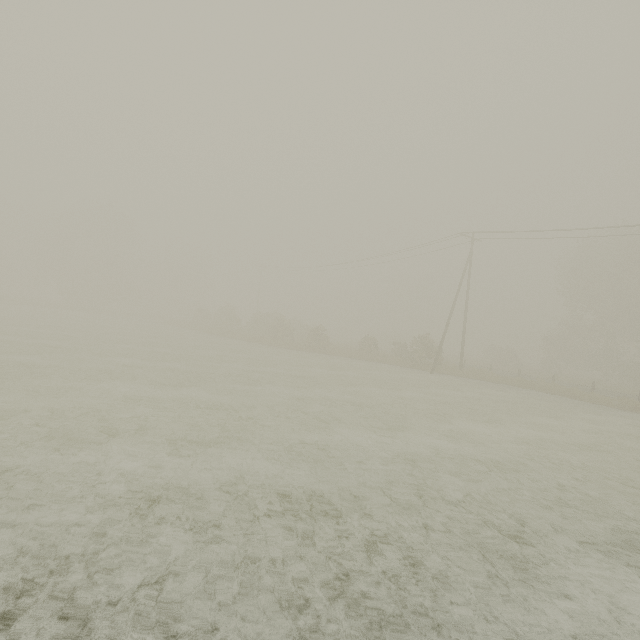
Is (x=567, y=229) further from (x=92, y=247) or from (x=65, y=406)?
(x=92, y=247)
